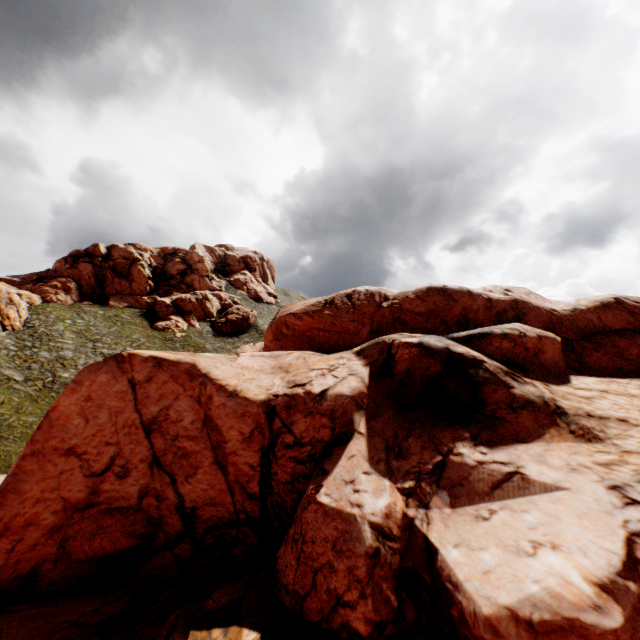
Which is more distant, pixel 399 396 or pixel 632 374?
pixel 632 374

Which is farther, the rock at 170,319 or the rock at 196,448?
the rock at 170,319

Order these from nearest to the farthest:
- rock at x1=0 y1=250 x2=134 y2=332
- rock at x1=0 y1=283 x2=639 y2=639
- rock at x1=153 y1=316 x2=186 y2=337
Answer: rock at x1=0 y1=283 x2=639 y2=639, rock at x1=0 y1=250 x2=134 y2=332, rock at x1=153 y1=316 x2=186 y2=337

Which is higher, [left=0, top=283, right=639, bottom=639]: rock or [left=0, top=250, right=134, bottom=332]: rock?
[left=0, top=250, right=134, bottom=332]: rock

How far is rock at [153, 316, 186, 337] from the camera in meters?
56.4

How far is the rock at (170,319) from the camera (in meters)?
56.35

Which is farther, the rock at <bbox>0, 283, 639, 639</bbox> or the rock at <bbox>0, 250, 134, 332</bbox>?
the rock at <bbox>0, 250, 134, 332</bbox>
